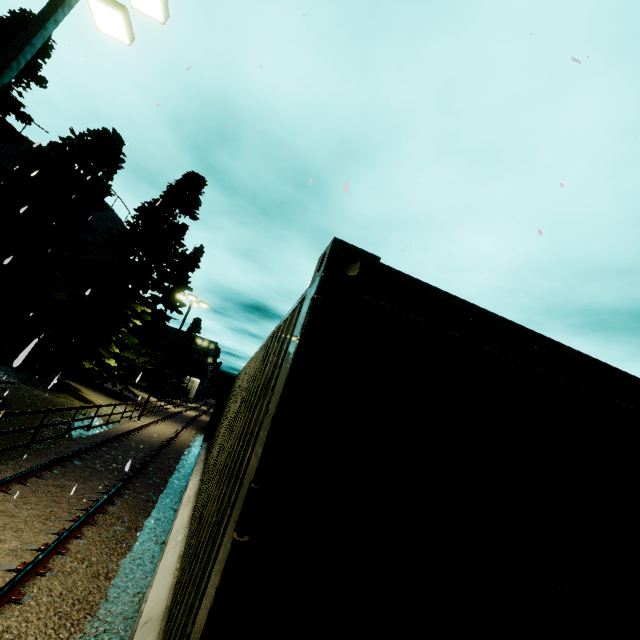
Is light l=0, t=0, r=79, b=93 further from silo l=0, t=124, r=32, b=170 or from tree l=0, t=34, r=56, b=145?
silo l=0, t=124, r=32, b=170

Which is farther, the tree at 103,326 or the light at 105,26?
the tree at 103,326

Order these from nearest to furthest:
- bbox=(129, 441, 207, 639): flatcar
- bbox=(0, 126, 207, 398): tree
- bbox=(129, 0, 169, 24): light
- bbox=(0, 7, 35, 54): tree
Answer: bbox=(129, 441, 207, 639): flatcar → bbox=(129, 0, 169, 24): light → bbox=(0, 126, 207, 398): tree → bbox=(0, 7, 35, 54): tree

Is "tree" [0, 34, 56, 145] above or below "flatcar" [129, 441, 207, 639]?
above

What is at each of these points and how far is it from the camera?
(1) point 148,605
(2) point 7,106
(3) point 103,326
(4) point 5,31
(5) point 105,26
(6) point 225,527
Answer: (1) flatcar, 2.8m
(2) tree, 16.8m
(3) tree, 21.4m
(4) tree, 16.1m
(5) light, 6.7m
(6) cargo container, 1.5m

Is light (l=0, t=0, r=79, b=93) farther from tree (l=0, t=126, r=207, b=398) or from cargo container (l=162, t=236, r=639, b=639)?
cargo container (l=162, t=236, r=639, b=639)

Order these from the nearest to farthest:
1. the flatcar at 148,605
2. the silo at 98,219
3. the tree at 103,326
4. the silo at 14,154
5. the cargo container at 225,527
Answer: the cargo container at 225,527 → the flatcar at 148,605 → the tree at 103,326 → the silo at 14,154 → the silo at 98,219

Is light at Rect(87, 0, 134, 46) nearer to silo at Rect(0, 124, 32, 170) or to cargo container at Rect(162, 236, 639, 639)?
cargo container at Rect(162, 236, 639, 639)
